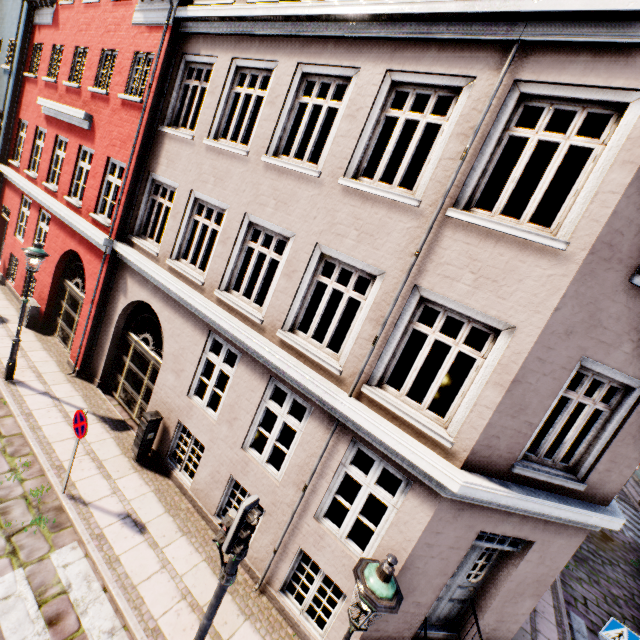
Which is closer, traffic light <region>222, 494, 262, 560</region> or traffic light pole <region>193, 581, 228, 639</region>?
traffic light <region>222, 494, 262, 560</region>

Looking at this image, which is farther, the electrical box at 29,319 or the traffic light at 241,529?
the electrical box at 29,319

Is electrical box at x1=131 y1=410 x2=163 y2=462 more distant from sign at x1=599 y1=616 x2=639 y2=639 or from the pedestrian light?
sign at x1=599 y1=616 x2=639 y2=639

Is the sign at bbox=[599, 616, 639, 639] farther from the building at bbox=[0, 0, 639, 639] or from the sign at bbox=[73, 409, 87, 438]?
the sign at bbox=[73, 409, 87, 438]

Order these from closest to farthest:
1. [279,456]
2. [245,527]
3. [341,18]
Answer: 1. [245,527]
2. [341,18]
3. [279,456]

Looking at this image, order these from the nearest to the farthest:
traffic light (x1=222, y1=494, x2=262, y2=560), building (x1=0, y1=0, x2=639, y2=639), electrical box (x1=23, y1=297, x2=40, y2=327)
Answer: traffic light (x1=222, y1=494, x2=262, y2=560)
building (x1=0, y1=0, x2=639, y2=639)
electrical box (x1=23, y1=297, x2=40, y2=327)

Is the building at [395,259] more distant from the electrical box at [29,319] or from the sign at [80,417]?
the sign at [80,417]

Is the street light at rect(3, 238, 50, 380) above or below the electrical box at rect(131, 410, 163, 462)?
above
